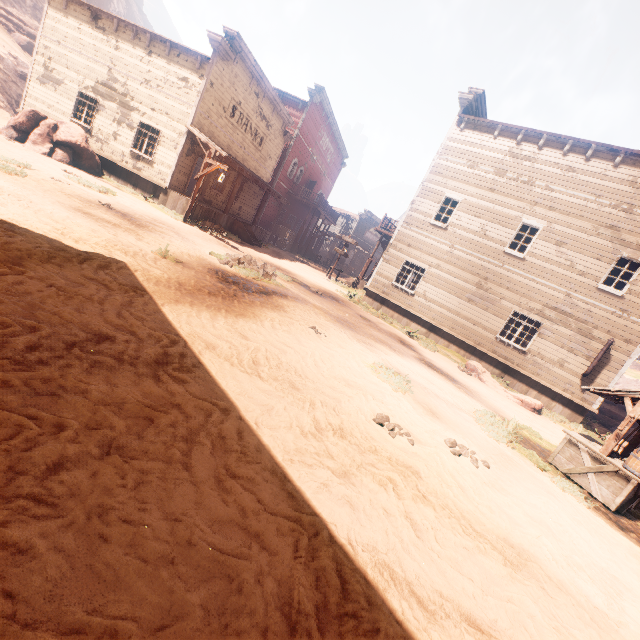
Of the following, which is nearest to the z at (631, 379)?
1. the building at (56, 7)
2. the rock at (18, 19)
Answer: the building at (56, 7)

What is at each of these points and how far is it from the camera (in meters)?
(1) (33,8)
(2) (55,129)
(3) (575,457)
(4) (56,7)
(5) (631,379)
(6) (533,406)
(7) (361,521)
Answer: (1) z, 42.16
(2) instancedfoliageactor, 14.37
(3) well, 6.73
(4) building, 16.34
(5) z, 40.62
(6) instancedfoliageactor, 11.92
(7) z, 2.78

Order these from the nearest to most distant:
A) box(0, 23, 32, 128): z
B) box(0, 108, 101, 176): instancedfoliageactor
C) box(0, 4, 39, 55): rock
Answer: box(0, 108, 101, 176): instancedfoliageactor, box(0, 23, 32, 128): z, box(0, 4, 39, 55): rock

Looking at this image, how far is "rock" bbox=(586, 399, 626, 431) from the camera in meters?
18.5

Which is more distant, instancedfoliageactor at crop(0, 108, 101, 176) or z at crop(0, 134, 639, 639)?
instancedfoliageactor at crop(0, 108, 101, 176)

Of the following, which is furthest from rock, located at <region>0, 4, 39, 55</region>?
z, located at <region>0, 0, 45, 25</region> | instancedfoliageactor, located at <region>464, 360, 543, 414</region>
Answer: instancedfoliageactor, located at <region>464, 360, 543, 414</region>

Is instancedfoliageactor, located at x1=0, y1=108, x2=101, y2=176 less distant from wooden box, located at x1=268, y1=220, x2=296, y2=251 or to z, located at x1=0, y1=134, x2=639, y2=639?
z, located at x1=0, y1=134, x2=639, y2=639
